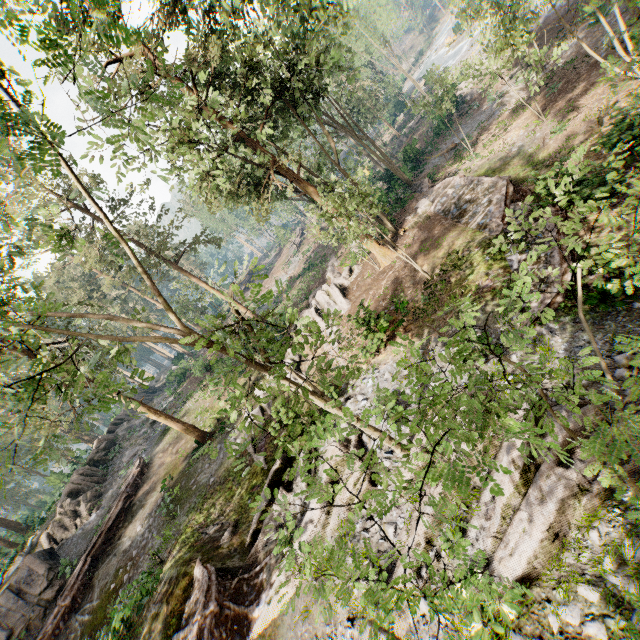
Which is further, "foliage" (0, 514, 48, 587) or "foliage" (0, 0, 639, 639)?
"foliage" (0, 514, 48, 587)

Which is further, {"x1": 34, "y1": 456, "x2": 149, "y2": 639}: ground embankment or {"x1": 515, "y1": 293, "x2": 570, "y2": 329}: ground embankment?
{"x1": 34, "y1": 456, "x2": 149, "y2": 639}: ground embankment

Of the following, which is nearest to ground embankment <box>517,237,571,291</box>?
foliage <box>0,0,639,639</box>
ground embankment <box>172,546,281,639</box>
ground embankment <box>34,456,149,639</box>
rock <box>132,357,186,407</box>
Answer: foliage <box>0,0,639,639</box>

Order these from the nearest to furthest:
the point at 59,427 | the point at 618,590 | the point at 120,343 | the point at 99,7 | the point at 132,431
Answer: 1. the point at 99,7
2. the point at 618,590
3. the point at 120,343
4. the point at 132,431
5. the point at 59,427

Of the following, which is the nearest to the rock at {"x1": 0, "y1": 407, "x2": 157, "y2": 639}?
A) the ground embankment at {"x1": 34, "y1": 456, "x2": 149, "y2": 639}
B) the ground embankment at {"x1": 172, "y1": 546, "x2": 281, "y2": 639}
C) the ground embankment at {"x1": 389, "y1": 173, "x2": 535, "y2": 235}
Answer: the ground embankment at {"x1": 34, "y1": 456, "x2": 149, "y2": 639}

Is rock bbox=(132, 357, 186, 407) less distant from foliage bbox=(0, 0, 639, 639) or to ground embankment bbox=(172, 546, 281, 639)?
foliage bbox=(0, 0, 639, 639)

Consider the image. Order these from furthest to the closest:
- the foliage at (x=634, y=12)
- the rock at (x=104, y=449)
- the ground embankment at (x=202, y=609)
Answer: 1. the rock at (x=104, y=449)
2. the ground embankment at (x=202, y=609)
3. the foliage at (x=634, y=12)

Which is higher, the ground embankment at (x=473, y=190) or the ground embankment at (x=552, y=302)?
the ground embankment at (x=473, y=190)
